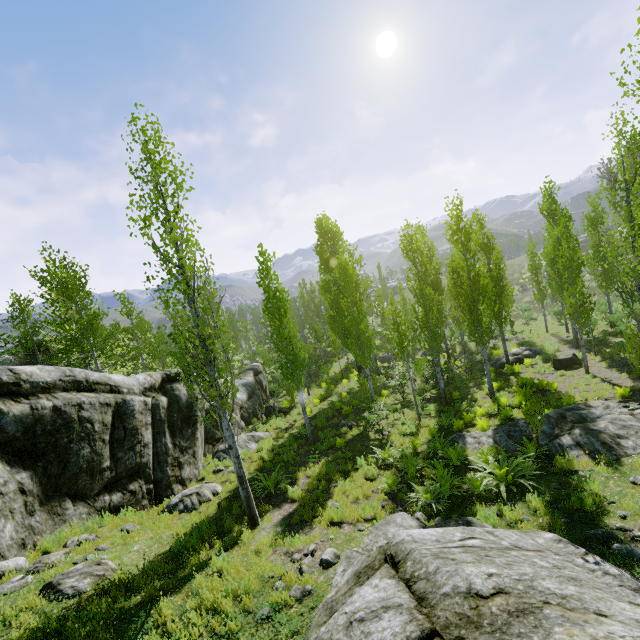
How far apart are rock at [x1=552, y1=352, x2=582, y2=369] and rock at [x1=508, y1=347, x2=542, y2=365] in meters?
2.8 m

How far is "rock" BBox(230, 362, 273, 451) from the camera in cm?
1636

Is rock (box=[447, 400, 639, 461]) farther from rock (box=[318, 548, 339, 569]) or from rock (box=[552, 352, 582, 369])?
rock (box=[552, 352, 582, 369])

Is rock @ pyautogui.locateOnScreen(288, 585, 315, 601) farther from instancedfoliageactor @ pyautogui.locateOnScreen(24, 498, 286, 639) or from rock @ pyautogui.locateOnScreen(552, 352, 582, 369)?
rock @ pyautogui.locateOnScreen(552, 352, 582, 369)

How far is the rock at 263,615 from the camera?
5.28m

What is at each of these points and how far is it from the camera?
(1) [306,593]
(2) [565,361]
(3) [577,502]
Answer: (1) rock, 5.8m
(2) rock, 18.5m
(3) instancedfoliageactor, 7.1m

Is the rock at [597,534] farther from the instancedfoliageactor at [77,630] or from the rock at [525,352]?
the rock at [525,352]

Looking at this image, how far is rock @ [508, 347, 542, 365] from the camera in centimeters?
2235cm
